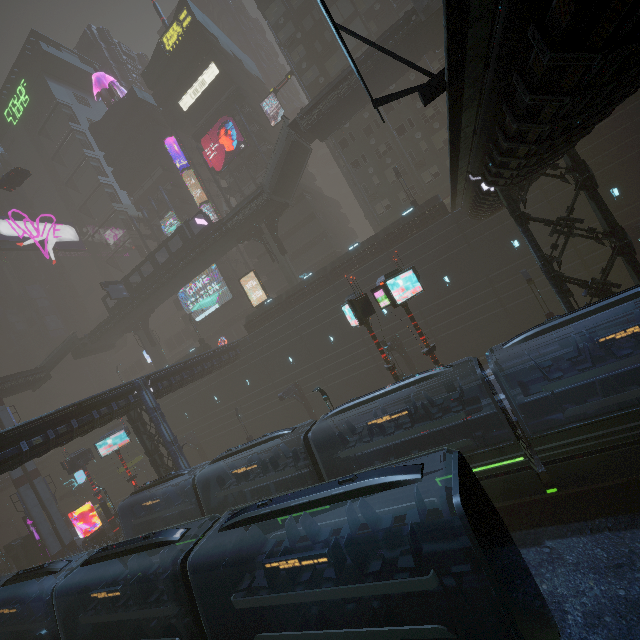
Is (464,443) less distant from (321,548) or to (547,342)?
(321,548)

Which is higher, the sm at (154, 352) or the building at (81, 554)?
the sm at (154, 352)

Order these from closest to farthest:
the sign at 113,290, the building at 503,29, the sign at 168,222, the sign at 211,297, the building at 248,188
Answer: the building at 503,29, the sign at 113,290, the building at 248,188, the sign at 168,222, the sign at 211,297

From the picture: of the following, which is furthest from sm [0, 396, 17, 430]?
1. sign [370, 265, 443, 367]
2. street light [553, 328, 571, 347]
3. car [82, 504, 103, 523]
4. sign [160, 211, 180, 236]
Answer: street light [553, 328, 571, 347]

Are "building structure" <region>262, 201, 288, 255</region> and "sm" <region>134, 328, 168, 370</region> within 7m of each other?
no

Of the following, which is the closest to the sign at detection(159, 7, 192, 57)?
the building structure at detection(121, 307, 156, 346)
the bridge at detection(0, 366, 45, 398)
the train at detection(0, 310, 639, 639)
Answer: the building structure at detection(121, 307, 156, 346)

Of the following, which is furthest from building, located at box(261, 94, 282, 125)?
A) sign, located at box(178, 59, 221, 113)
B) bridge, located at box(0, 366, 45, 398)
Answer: bridge, located at box(0, 366, 45, 398)

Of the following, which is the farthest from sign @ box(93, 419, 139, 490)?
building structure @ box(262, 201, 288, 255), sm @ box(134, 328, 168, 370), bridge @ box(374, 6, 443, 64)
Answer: bridge @ box(374, 6, 443, 64)
